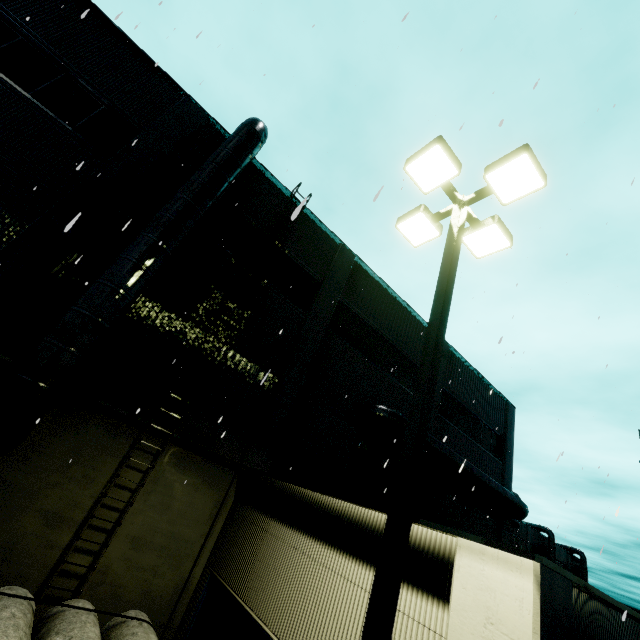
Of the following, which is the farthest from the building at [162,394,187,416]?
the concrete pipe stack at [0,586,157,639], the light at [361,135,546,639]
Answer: the light at [361,135,546,639]

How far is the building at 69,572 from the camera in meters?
7.0

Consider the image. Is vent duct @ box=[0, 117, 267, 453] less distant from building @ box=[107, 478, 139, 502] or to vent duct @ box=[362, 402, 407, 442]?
building @ box=[107, 478, 139, 502]

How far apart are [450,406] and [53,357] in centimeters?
1729cm

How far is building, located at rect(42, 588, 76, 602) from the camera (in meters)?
6.87

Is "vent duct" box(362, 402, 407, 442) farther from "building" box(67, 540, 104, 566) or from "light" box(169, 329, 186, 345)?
"light" box(169, 329, 186, 345)

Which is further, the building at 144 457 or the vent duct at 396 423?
the vent duct at 396 423

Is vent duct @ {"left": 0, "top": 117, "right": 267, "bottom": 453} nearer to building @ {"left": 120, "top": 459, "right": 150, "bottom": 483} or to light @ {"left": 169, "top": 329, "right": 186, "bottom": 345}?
building @ {"left": 120, "top": 459, "right": 150, "bottom": 483}
